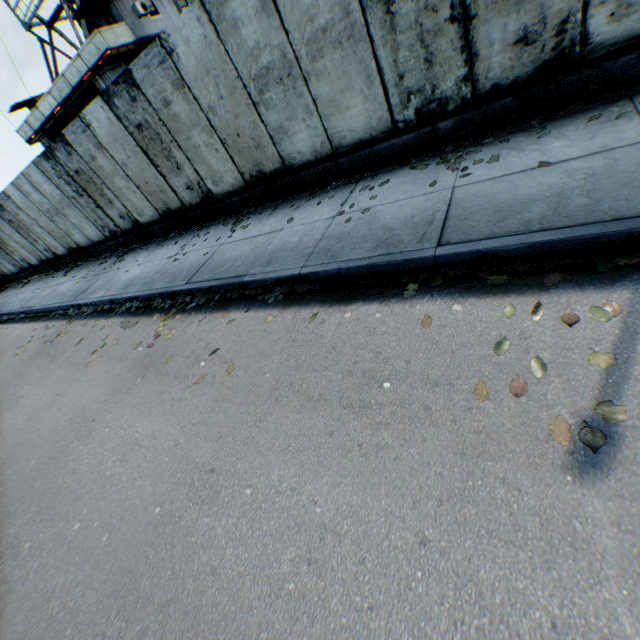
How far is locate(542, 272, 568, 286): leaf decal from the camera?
2.8 meters

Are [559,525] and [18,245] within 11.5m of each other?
no

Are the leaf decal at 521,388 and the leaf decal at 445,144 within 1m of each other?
no

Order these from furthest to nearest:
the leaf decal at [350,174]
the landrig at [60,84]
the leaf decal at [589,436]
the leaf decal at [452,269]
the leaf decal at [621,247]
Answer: the landrig at [60,84] < the leaf decal at [350,174] < the leaf decal at [452,269] < the leaf decal at [621,247] < the leaf decal at [589,436]

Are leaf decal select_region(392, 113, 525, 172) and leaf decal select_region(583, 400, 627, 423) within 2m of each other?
no

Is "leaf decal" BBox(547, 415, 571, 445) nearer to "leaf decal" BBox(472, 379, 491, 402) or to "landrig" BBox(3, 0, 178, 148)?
"leaf decal" BBox(472, 379, 491, 402)

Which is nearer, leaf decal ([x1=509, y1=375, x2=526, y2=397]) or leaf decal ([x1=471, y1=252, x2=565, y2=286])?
leaf decal ([x1=509, y1=375, x2=526, y2=397])

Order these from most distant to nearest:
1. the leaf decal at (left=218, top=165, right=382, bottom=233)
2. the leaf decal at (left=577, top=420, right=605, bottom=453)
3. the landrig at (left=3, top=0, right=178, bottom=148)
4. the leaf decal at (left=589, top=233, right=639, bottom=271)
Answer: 1. the landrig at (left=3, top=0, right=178, bottom=148)
2. the leaf decal at (left=218, top=165, right=382, bottom=233)
3. the leaf decal at (left=589, top=233, right=639, bottom=271)
4. the leaf decal at (left=577, top=420, right=605, bottom=453)
